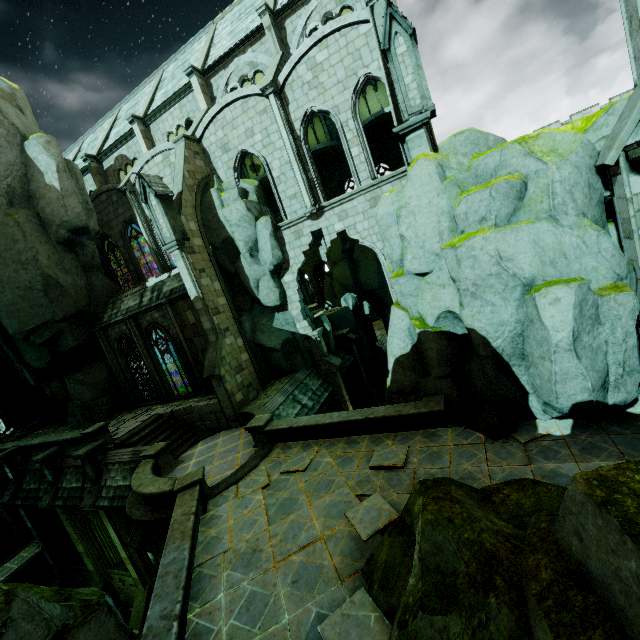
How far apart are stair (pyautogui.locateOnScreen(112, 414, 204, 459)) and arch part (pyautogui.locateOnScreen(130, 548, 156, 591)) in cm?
208

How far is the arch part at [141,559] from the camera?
15.84m

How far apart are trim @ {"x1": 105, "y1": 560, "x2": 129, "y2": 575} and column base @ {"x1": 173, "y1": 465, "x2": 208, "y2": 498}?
10.23m

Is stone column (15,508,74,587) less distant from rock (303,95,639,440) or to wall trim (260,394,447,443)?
rock (303,95,639,440)

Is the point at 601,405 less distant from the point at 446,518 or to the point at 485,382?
the point at 485,382

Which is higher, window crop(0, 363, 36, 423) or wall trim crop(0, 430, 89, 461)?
window crop(0, 363, 36, 423)

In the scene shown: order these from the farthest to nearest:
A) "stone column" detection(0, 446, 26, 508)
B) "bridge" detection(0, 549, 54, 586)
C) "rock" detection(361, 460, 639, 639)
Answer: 1. "bridge" detection(0, 549, 54, 586)
2. "stone column" detection(0, 446, 26, 508)
3. "rock" detection(361, 460, 639, 639)

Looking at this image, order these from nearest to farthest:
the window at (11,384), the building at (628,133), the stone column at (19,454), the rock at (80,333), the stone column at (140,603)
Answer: the building at (628,133) < the stone column at (140,603) < the rock at (80,333) < the stone column at (19,454) < the window at (11,384)
